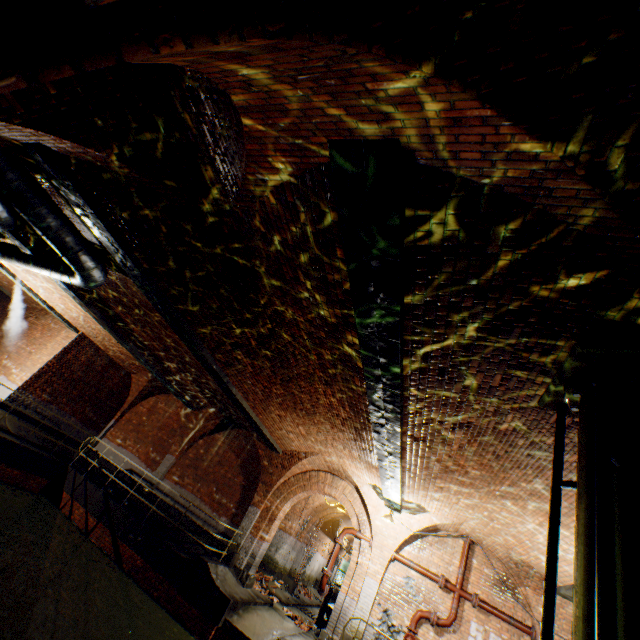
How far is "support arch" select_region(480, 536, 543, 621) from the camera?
9.28m

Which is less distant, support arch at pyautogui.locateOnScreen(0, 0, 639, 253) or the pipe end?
support arch at pyautogui.locateOnScreen(0, 0, 639, 253)

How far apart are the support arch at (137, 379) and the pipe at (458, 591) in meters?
14.7

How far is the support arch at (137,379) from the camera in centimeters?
1662cm

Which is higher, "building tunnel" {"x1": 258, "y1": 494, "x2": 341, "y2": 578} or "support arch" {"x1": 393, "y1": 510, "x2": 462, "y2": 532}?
"support arch" {"x1": 393, "y1": 510, "x2": 462, "y2": 532}

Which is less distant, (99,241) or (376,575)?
(99,241)

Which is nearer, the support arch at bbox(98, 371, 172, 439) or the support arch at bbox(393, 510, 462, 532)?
the support arch at bbox(393, 510, 462, 532)

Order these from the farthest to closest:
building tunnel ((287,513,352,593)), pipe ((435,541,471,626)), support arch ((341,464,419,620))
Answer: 1. building tunnel ((287,513,352,593))
2. support arch ((341,464,419,620))
3. pipe ((435,541,471,626))
